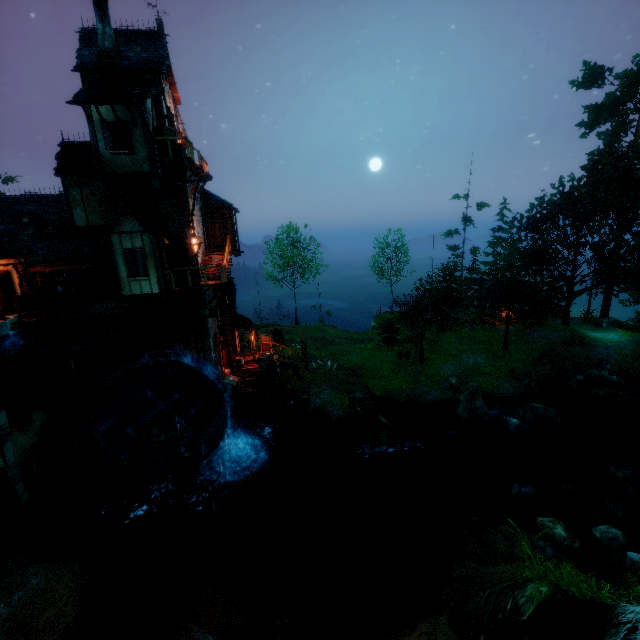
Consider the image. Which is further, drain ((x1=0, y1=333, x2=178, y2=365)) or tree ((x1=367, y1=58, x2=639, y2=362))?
tree ((x1=367, y1=58, x2=639, y2=362))

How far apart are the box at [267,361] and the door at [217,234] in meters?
7.5

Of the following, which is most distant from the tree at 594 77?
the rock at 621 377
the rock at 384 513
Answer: the rock at 384 513

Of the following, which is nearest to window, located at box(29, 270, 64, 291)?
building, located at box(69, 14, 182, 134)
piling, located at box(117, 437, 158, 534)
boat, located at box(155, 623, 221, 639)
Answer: building, located at box(69, 14, 182, 134)

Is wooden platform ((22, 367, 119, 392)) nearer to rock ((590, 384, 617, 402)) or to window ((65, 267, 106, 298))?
window ((65, 267, 106, 298))

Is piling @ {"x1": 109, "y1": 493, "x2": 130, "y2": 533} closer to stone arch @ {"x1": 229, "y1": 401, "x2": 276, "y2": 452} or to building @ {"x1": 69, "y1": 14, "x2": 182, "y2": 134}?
stone arch @ {"x1": 229, "y1": 401, "x2": 276, "y2": 452}

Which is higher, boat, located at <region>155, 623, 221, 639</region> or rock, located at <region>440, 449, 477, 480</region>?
boat, located at <region>155, 623, 221, 639</region>

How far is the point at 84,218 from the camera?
17.0 meters
